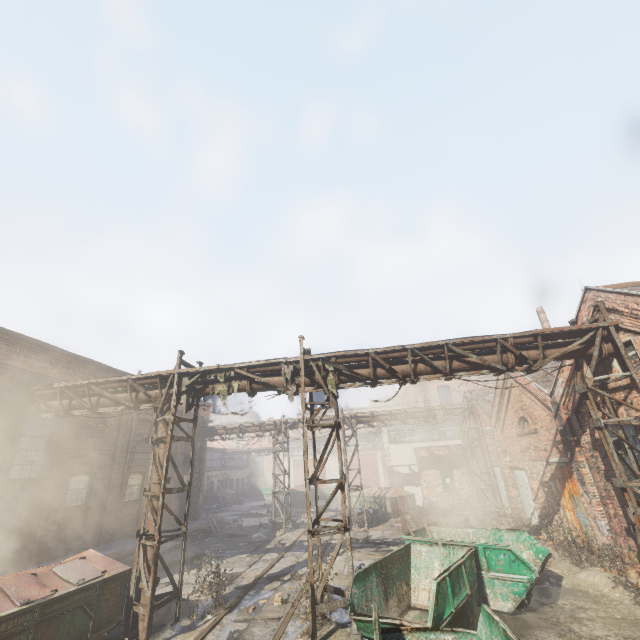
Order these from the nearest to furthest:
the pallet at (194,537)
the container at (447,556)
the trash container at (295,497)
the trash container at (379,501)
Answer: the container at (447,556) < the pallet at (194,537) < the trash container at (379,501) < the trash container at (295,497)

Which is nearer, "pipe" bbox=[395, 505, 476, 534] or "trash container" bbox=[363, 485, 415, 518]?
"pipe" bbox=[395, 505, 476, 534]

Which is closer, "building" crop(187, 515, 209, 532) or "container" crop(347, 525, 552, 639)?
"container" crop(347, 525, 552, 639)

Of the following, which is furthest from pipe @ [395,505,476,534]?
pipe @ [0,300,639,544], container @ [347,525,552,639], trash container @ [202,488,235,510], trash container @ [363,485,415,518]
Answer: trash container @ [202,488,235,510]

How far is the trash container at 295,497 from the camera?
31.2m

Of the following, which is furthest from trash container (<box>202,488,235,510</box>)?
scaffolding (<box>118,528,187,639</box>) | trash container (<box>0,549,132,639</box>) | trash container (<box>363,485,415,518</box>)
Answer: scaffolding (<box>118,528,187,639</box>)

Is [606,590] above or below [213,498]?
below

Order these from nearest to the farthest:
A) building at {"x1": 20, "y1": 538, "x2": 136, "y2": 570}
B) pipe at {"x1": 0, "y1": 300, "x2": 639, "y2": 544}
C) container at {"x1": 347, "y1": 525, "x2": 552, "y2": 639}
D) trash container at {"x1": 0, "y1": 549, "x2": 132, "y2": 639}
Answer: container at {"x1": 347, "y1": 525, "x2": 552, "y2": 639} → trash container at {"x1": 0, "y1": 549, "x2": 132, "y2": 639} → pipe at {"x1": 0, "y1": 300, "x2": 639, "y2": 544} → building at {"x1": 20, "y1": 538, "x2": 136, "y2": 570}
